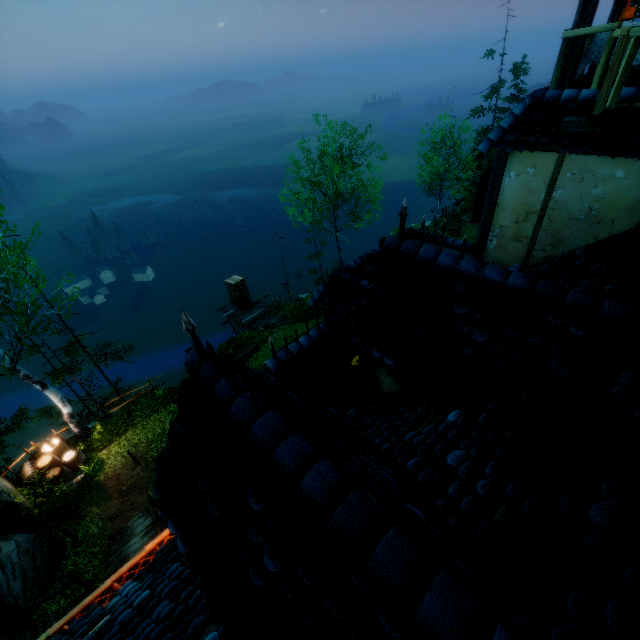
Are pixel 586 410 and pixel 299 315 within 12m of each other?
no

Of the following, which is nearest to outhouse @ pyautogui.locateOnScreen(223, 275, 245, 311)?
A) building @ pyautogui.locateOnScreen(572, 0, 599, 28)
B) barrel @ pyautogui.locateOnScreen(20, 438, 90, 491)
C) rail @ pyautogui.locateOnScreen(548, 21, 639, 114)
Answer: building @ pyautogui.locateOnScreen(572, 0, 599, 28)

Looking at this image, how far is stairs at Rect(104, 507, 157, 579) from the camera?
9.5m

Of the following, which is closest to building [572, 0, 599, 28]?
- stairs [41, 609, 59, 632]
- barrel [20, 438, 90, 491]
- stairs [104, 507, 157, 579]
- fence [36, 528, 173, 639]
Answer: fence [36, 528, 173, 639]

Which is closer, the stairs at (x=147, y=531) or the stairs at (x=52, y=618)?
the stairs at (x=52, y=618)

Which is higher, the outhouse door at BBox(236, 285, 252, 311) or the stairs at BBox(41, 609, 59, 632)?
the stairs at BBox(41, 609, 59, 632)

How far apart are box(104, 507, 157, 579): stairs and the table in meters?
14.7

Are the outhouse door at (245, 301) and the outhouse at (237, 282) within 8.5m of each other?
yes
